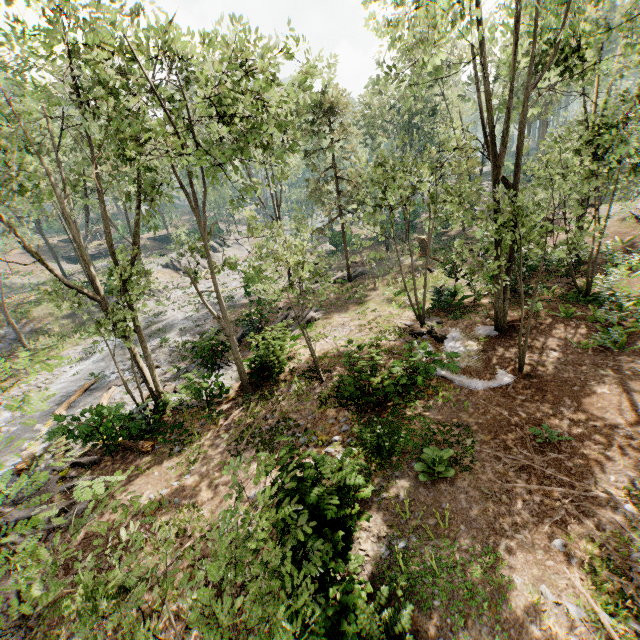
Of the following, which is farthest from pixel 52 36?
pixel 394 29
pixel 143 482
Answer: pixel 143 482

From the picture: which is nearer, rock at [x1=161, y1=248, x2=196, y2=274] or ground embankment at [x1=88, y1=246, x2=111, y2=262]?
rock at [x1=161, y1=248, x2=196, y2=274]

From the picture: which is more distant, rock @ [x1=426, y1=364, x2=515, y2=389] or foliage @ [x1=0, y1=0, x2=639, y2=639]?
rock @ [x1=426, y1=364, x2=515, y2=389]

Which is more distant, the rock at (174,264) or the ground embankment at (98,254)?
the ground embankment at (98,254)

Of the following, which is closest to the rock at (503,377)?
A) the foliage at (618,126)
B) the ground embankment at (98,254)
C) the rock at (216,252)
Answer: the foliage at (618,126)

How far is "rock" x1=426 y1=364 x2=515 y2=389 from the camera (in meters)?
11.91

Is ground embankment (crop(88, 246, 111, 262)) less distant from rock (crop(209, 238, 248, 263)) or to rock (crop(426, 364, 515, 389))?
rock (crop(209, 238, 248, 263))

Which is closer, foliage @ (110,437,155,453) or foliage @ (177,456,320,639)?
foliage @ (177,456,320,639)
